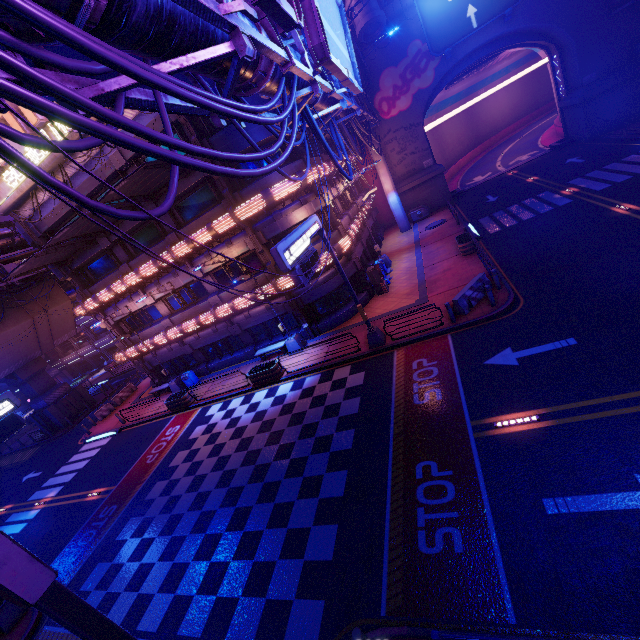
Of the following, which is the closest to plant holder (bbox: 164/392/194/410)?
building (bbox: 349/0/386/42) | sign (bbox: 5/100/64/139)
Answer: sign (bbox: 5/100/64/139)

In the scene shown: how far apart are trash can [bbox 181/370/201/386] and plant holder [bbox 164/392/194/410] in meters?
1.2

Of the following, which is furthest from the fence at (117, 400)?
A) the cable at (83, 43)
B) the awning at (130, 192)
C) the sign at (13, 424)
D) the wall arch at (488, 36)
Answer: the wall arch at (488, 36)

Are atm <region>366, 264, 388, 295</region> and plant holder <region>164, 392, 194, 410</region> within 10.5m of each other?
no

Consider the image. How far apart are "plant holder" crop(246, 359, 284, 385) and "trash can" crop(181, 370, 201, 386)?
7.13m

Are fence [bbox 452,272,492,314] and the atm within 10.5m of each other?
yes

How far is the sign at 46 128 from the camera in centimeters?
1702cm

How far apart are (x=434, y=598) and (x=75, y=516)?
19.31m
